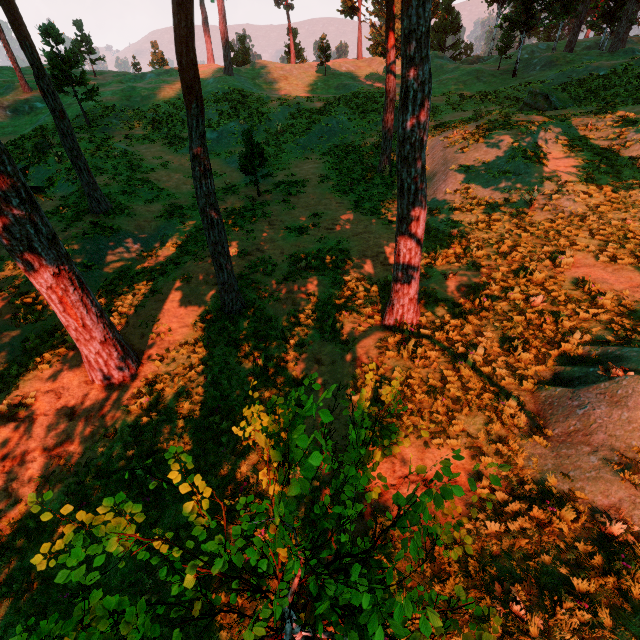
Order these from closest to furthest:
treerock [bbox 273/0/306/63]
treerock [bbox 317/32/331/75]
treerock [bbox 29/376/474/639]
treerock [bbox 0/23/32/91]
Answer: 1. treerock [bbox 29/376/474/639]
2. treerock [bbox 0/23/32/91]
3. treerock [bbox 317/32/331/75]
4. treerock [bbox 273/0/306/63]

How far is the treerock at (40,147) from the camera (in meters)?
21.58

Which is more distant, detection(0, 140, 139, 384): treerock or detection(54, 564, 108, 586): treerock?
detection(0, 140, 139, 384): treerock

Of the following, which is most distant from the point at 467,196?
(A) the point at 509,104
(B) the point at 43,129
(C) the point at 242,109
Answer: (B) the point at 43,129

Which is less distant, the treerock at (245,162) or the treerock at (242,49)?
the treerock at (245,162)

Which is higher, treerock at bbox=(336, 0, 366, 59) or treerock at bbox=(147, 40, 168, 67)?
treerock at bbox=(336, 0, 366, 59)

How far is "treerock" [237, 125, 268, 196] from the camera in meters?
17.1
